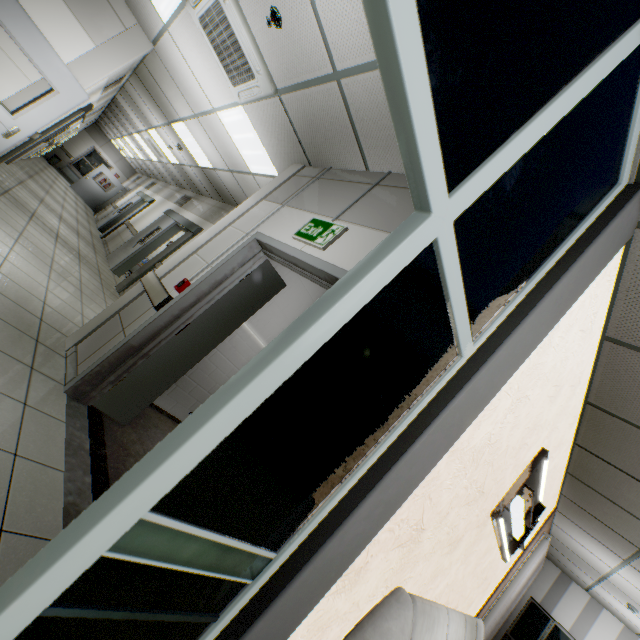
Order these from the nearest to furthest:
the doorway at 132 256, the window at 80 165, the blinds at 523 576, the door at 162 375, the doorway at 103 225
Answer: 1. the door at 162 375
2. the blinds at 523 576
3. the doorway at 132 256
4. the doorway at 103 225
5. the window at 80 165

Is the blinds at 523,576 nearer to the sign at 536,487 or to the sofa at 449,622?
the sofa at 449,622

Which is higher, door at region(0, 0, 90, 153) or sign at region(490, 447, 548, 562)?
sign at region(490, 447, 548, 562)

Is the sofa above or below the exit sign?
below

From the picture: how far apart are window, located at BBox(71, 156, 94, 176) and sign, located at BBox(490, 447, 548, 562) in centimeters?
2416cm

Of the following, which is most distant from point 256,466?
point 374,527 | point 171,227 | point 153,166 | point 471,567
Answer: point 153,166

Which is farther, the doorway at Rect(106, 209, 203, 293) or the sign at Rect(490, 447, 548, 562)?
the doorway at Rect(106, 209, 203, 293)

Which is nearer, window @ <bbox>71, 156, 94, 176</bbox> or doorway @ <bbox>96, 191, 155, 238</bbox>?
doorway @ <bbox>96, 191, 155, 238</bbox>
